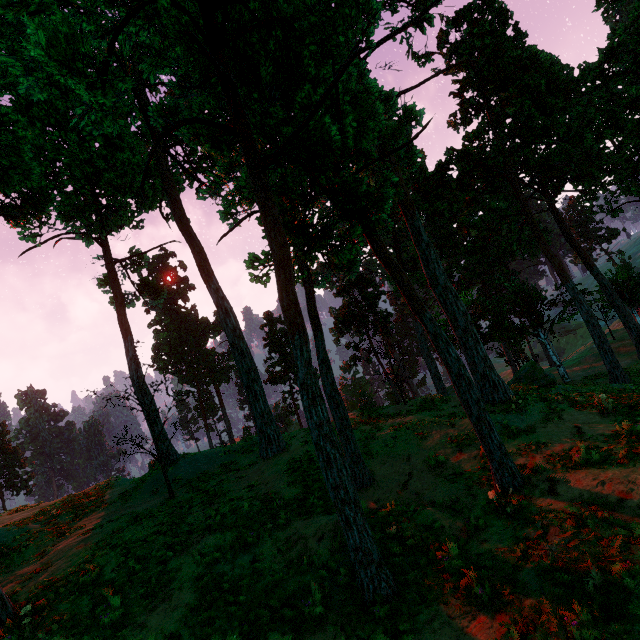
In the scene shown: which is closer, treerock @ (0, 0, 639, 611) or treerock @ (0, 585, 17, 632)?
treerock @ (0, 0, 639, 611)

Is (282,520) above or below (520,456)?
above

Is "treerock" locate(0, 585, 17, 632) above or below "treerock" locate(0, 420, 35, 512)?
below

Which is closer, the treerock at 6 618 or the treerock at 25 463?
the treerock at 6 618

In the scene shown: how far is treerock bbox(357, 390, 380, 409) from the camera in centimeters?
2459cm

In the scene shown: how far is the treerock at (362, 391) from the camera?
24.6m
